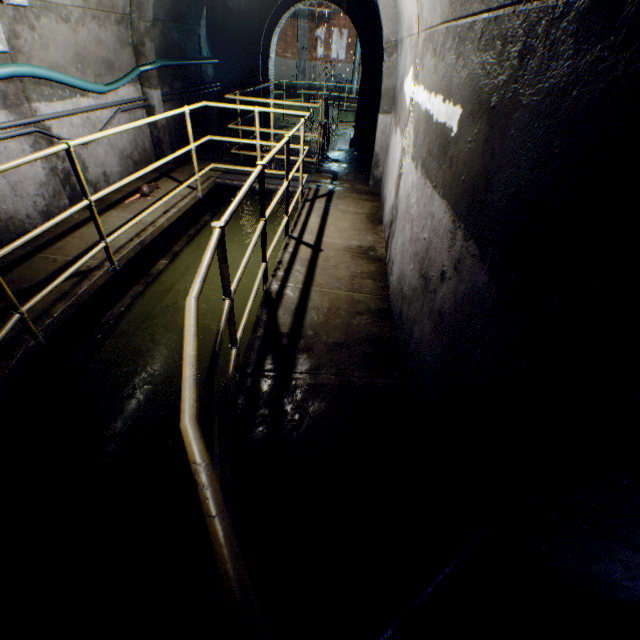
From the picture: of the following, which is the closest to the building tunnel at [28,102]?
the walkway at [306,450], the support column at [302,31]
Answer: the walkway at [306,450]

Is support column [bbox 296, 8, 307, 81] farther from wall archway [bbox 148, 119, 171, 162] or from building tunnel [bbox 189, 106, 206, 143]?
wall archway [bbox 148, 119, 171, 162]

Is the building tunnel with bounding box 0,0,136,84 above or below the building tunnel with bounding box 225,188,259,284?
above

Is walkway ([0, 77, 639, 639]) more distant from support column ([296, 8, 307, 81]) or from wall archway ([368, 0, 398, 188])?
support column ([296, 8, 307, 81])

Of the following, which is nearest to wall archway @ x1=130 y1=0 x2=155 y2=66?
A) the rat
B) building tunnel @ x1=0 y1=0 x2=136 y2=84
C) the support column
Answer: building tunnel @ x1=0 y1=0 x2=136 y2=84

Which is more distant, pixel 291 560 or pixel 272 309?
pixel 272 309

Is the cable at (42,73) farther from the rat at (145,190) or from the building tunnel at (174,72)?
the rat at (145,190)

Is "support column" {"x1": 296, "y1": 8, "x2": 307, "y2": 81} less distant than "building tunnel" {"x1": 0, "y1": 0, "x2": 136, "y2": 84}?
No
